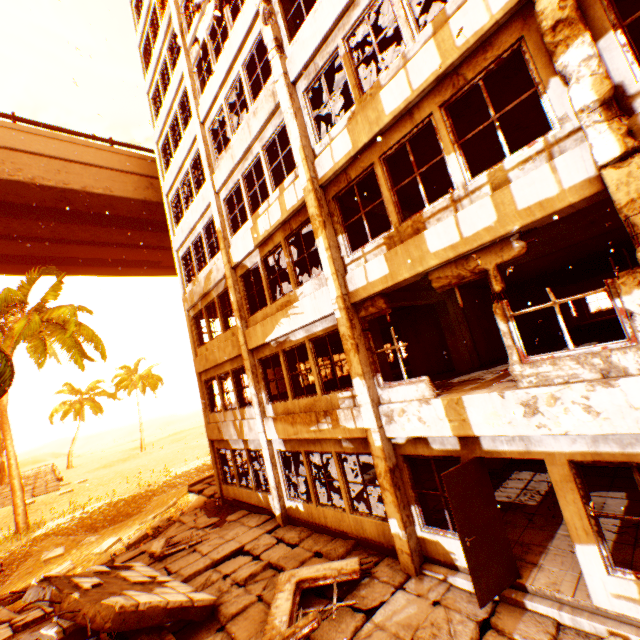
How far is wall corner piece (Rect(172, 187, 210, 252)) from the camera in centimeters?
1264cm

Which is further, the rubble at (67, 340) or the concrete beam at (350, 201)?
the rubble at (67, 340)

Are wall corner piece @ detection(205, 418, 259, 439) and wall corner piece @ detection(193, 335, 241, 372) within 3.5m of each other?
yes

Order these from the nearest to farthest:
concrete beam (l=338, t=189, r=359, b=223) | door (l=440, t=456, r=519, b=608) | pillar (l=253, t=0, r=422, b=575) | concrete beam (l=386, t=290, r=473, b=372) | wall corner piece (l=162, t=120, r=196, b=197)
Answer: door (l=440, t=456, r=519, b=608), pillar (l=253, t=0, r=422, b=575), concrete beam (l=338, t=189, r=359, b=223), concrete beam (l=386, t=290, r=473, b=372), wall corner piece (l=162, t=120, r=196, b=197)

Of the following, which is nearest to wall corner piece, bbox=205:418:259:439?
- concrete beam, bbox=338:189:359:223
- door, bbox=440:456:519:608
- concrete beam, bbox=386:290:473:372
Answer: concrete beam, bbox=386:290:473:372

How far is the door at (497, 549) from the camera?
5.0 meters

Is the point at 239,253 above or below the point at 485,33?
above

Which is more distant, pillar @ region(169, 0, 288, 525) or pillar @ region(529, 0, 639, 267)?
pillar @ region(169, 0, 288, 525)
